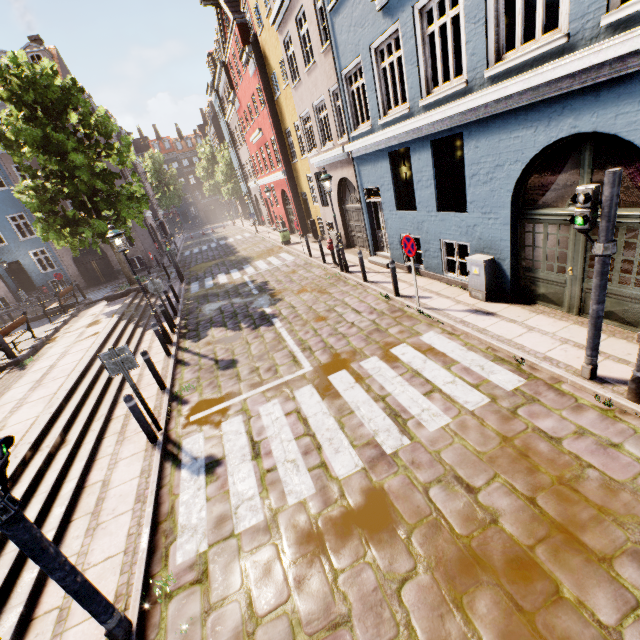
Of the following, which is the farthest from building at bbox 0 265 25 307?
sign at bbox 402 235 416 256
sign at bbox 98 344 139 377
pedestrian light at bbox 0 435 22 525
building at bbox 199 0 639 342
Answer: pedestrian light at bbox 0 435 22 525

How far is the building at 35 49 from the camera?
21.42m

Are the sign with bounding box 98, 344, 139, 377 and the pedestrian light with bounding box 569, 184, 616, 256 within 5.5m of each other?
no

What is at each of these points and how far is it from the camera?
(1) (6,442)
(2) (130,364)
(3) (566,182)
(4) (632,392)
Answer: (1) pedestrian light, 2.8m
(2) sign, 5.9m
(3) building, 5.8m
(4) street light, 4.3m

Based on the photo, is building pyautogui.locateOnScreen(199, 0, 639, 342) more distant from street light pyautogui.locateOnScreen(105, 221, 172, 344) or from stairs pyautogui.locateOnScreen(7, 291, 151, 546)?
stairs pyautogui.locateOnScreen(7, 291, 151, 546)

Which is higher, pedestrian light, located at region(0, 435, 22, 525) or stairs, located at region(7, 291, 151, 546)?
pedestrian light, located at region(0, 435, 22, 525)

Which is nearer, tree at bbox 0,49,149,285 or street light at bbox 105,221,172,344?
street light at bbox 105,221,172,344

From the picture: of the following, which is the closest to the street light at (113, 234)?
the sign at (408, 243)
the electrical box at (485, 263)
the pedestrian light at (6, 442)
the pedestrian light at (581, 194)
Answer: the sign at (408, 243)
